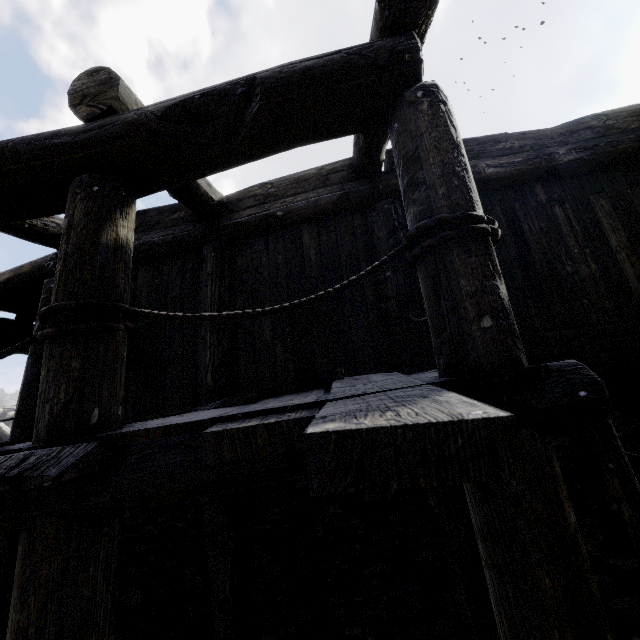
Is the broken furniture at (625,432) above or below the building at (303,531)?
below

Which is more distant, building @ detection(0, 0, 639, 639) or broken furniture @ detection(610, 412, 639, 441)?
broken furniture @ detection(610, 412, 639, 441)

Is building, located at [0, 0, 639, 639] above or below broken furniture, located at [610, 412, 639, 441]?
above

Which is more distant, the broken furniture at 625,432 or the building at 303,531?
the broken furniture at 625,432

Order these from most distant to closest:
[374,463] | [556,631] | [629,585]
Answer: [629,585]
[556,631]
[374,463]
